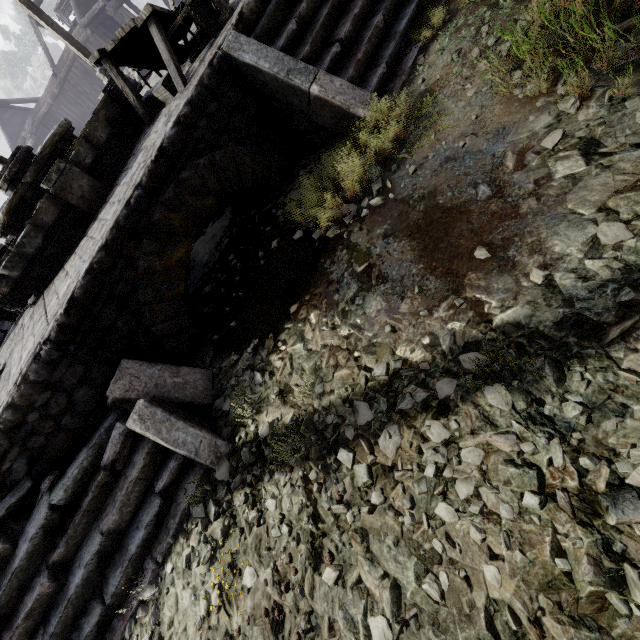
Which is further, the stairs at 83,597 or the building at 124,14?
the building at 124,14

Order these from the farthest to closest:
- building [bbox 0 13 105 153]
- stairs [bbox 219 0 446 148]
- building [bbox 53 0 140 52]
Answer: building [bbox 0 13 105 153] < building [bbox 53 0 140 52] < stairs [bbox 219 0 446 148]

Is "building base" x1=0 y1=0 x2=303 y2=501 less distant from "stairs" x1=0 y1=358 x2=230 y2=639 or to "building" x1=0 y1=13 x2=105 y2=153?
"stairs" x1=0 y1=358 x2=230 y2=639

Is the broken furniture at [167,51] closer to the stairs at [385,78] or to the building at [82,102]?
the stairs at [385,78]

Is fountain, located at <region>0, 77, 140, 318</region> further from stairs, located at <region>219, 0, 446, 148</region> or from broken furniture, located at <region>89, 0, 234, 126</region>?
stairs, located at <region>219, 0, 446, 148</region>

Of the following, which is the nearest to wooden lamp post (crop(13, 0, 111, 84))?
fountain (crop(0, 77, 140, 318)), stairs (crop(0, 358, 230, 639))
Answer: fountain (crop(0, 77, 140, 318))

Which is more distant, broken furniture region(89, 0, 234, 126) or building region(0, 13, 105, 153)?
building region(0, 13, 105, 153)

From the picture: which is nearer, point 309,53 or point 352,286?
point 352,286
